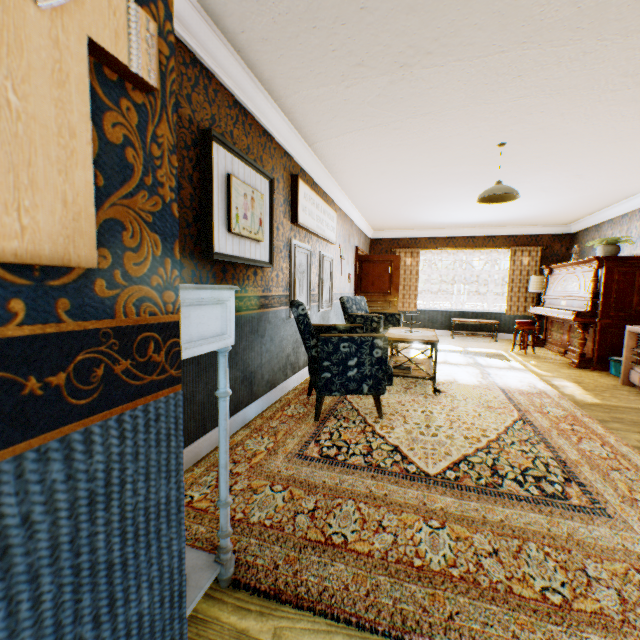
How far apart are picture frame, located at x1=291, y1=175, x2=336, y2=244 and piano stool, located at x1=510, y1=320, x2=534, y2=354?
4.53m

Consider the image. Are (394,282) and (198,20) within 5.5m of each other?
no

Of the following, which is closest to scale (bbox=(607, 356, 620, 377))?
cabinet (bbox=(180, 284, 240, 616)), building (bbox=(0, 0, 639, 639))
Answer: building (bbox=(0, 0, 639, 639))

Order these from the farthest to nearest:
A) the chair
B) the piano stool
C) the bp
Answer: the bp < the piano stool < the chair

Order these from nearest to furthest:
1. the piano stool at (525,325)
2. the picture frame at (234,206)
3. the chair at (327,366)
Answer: the picture frame at (234,206) → the chair at (327,366) → the piano stool at (525,325)

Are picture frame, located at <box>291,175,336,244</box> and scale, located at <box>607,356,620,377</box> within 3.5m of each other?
no

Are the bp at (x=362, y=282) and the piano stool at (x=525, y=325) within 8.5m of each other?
yes

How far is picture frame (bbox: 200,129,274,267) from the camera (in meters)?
2.38
